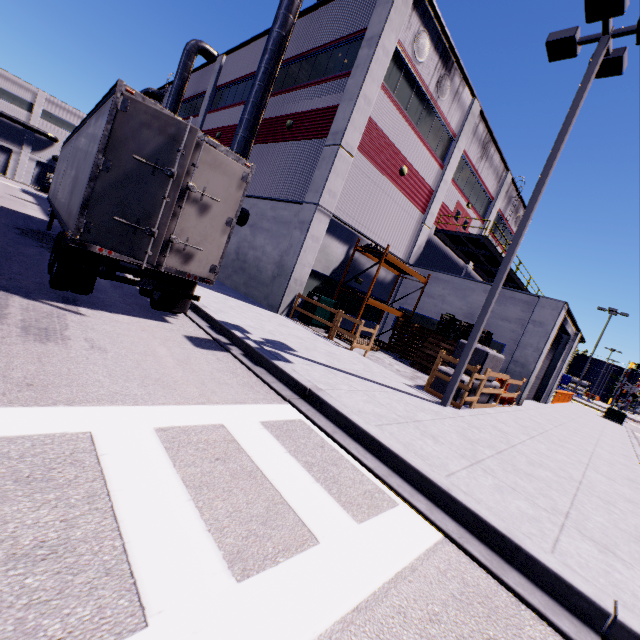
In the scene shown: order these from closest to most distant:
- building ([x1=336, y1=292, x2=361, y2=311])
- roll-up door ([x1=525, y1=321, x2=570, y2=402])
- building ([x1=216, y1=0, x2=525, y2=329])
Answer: building ([x1=216, y1=0, x2=525, y2=329]) → building ([x1=336, y1=292, x2=361, y2=311]) → roll-up door ([x1=525, y1=321, x2=570, y2=402])

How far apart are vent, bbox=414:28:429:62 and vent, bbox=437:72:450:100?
1.34m

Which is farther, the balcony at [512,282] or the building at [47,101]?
the building at [47,101]

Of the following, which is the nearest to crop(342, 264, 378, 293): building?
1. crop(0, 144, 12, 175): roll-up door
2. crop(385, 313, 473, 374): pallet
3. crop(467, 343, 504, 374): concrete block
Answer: crop(0, 144, 12, 175): roll-up door

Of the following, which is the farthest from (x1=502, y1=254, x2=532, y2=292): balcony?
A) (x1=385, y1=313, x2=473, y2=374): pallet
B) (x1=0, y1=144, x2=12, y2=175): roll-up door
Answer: (x1=0, y1=144, x2=12, y2=175): roll-up door

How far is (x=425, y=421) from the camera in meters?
6.5

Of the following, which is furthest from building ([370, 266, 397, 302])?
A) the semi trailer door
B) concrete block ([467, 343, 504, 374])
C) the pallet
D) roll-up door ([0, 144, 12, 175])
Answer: the semi trailer door

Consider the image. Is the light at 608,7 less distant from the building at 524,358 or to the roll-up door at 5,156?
the building at 524,358
